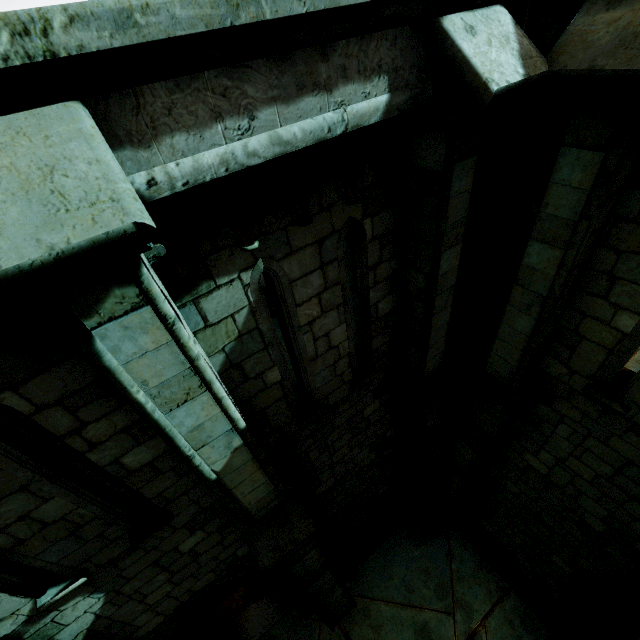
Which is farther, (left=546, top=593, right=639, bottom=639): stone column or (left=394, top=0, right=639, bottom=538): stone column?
(left=546, top=593, right=639, bottom=639): stone column

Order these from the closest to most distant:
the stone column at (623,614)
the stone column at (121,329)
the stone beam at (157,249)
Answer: the stone column at (121,329) → the stone beam at (157,249) → the stone column at (623,614)

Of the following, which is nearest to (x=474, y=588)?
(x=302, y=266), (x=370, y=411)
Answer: (x=370, y=411)

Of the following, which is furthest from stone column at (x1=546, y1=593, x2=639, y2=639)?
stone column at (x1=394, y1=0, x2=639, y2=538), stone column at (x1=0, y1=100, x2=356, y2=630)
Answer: stone column at (x1=0, y1=100, x2=356, y2=630)

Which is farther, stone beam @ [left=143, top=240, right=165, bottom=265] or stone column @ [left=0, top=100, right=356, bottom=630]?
stone beam @ [left=143, top=240, right=165, bottom=265]

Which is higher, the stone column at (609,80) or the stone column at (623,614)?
the stone column at (609,80)

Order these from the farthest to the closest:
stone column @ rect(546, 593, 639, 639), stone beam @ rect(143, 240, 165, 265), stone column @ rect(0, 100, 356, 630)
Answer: stone column @ rect(546, 593, 639, 639)
stone beam @ rect(143, 240, 165, 265)
stone column @ rect(0, 100, 356, 630)

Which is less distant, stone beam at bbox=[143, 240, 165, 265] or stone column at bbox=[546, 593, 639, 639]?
stone beam at bbox=[143, 240, 165, 265]
